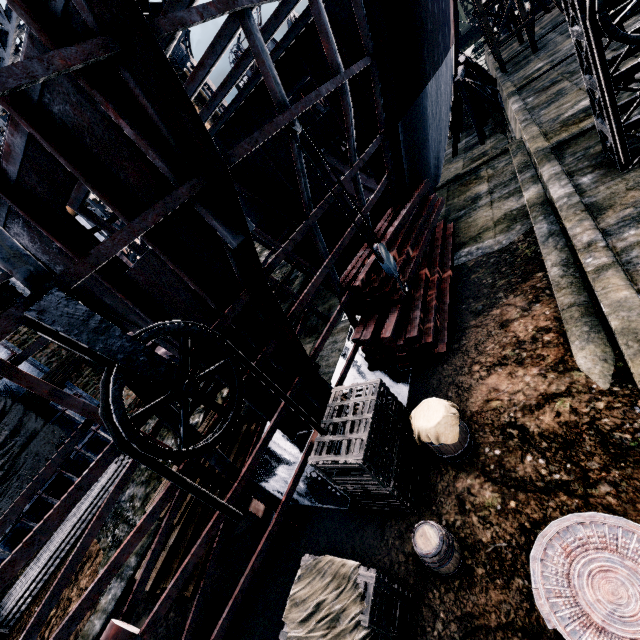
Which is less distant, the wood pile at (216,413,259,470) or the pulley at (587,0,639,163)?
the pulley at (587,0,639,163)

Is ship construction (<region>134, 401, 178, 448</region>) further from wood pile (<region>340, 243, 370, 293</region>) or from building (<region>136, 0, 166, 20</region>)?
building (<region>136, 0, 166, 20</region>)

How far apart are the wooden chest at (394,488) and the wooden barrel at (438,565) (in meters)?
0.71

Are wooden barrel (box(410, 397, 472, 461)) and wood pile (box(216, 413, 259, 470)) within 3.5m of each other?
no

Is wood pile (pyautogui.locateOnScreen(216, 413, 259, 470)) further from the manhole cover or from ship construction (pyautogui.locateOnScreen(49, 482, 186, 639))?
the manhole cover

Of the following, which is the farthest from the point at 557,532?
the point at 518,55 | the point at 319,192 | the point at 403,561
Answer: the point at 518,55

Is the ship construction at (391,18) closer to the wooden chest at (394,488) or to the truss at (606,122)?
the wooden chest at (394,488)

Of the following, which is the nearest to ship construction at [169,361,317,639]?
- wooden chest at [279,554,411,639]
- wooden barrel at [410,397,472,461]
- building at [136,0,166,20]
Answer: wooden chest at [279,554,411,639]
